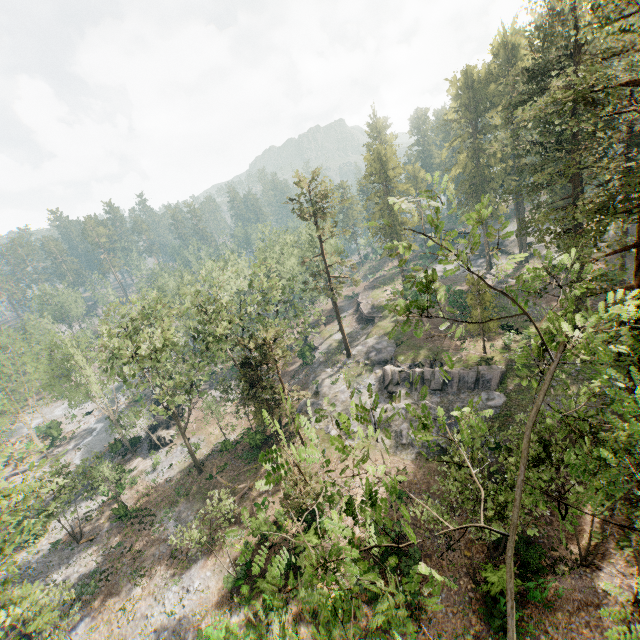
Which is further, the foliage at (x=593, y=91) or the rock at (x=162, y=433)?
the rock at (x=162, y=433)

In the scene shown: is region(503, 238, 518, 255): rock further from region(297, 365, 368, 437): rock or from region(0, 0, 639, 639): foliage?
region(297, 365, 368, 437): rock

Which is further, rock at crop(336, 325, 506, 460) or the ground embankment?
the ground embankment

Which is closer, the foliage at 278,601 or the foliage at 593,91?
the foliage at 278,601

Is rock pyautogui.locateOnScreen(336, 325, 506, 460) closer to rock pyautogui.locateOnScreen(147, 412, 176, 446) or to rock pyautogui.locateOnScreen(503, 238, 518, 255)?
rock pyautogui.locateOnScreen(147, 412, 176, 446)

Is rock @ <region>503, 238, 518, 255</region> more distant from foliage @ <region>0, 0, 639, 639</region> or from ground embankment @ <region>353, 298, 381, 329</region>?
ground embankment @ <region>353, 298, 381, 329</region>

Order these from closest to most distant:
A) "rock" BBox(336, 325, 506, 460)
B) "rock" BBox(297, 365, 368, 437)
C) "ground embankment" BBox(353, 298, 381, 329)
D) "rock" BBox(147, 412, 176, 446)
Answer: "rock" BBox(336, 325, 506, 460)
"rock" BBox(297, 365, 368, 437)
"rock" BBox(147, 412, 176, 446)
"ground embankment" BBox(353, 298, 381, 329)

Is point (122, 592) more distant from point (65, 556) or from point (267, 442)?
point (267, 442)
